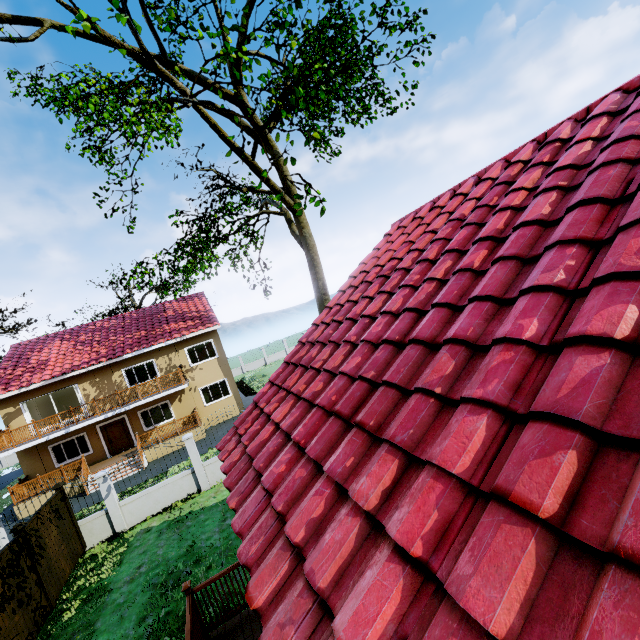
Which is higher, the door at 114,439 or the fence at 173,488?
the door at 114,439

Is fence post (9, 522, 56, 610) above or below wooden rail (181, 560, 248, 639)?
above

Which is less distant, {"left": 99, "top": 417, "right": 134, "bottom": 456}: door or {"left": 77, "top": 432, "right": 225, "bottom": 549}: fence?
{"left": 77, "top": 432, "right": 225, "bottom": 549}: fence

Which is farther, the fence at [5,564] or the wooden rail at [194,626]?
the fence at [5,564]

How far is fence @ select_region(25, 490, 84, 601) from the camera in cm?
927

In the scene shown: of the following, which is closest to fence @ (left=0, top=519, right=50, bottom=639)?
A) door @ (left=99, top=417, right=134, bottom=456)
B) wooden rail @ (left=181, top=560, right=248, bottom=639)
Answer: wooden rail @ (left=181, top=560, right=248, bottom=639)

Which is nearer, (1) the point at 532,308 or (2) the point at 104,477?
(1) the point at 532,308

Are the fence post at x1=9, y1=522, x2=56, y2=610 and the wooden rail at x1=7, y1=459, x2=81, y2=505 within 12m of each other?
yes
